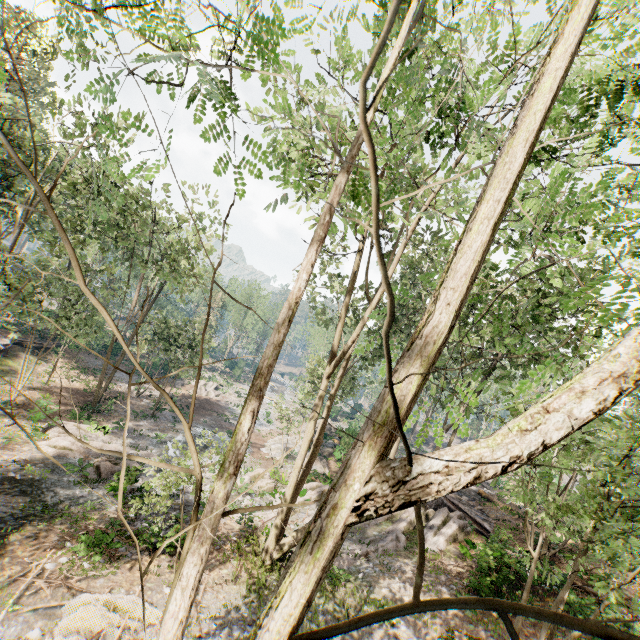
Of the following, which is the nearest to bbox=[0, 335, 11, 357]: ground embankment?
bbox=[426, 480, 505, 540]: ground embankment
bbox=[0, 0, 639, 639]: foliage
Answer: bbox=[0, 0, 639, 639]: foliage

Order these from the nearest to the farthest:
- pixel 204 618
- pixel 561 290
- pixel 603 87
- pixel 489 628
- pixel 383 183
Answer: pixel 383 183, pixel 603 87, pixel 204 618, pixel 489 628, pixel 561 290

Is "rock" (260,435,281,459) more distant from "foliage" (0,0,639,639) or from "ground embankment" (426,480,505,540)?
"ground embankment" (426,480,505,540)

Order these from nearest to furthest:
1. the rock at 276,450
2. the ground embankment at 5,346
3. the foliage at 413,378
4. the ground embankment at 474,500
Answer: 1. the foliage at 413,378
2. the ground embankment at 474,500
3. the ground embankment at 5,346
4. the rock at 276,450

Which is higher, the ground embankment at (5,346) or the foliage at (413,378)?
the foliage at (413,378)

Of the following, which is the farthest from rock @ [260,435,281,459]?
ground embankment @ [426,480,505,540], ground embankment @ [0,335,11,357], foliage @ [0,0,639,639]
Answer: ground embankment @ [0,335,11,357]

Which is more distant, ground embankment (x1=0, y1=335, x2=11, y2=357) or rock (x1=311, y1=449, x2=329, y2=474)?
ground embankment (x1=0, y1=335, x2=11, y2=357)

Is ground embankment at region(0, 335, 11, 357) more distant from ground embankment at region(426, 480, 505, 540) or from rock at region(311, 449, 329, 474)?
ground embankment at region(426, 480, 505, 540)
